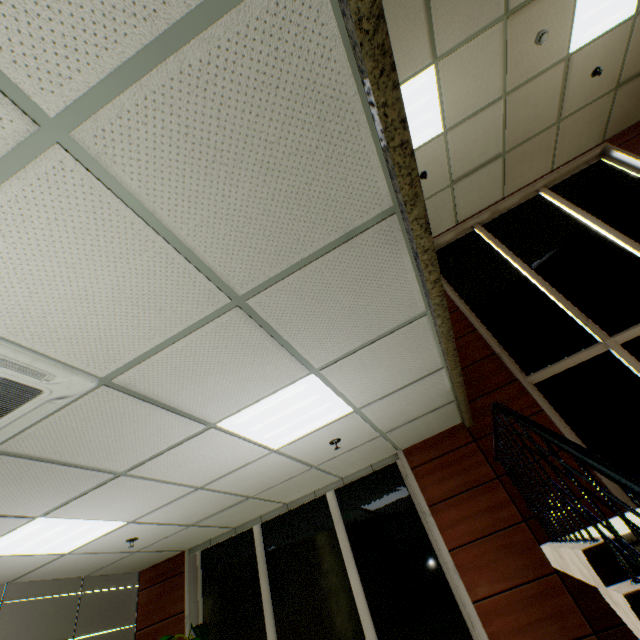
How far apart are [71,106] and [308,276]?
1.2 meters

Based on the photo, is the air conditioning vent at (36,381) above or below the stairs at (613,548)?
above

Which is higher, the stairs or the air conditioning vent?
the air conditioning vent
